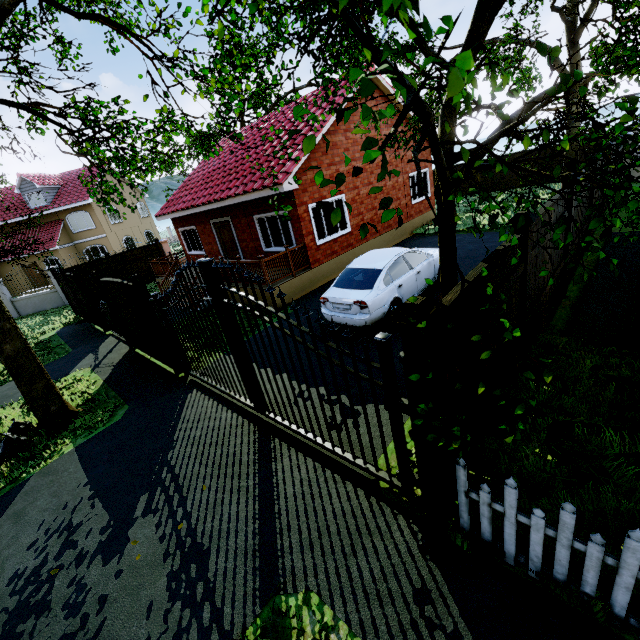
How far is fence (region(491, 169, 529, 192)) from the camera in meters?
20.7

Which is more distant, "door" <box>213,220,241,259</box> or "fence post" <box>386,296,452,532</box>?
"door" <box>213,220,241,259</box>

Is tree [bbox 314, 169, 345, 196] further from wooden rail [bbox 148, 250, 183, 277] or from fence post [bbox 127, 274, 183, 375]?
wooden rail [bbox 148, 250, 183, 277]

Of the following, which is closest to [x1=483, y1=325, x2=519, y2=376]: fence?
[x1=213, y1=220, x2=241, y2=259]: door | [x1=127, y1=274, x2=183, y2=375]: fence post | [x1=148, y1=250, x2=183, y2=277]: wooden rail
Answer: [x1=127, y1=274, x2=183, y2=375]: fence post

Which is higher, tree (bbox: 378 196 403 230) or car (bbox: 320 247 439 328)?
tree (bbox: 378 196 403 230)

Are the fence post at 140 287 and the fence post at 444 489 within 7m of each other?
yes

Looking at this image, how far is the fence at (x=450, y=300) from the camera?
2.8m

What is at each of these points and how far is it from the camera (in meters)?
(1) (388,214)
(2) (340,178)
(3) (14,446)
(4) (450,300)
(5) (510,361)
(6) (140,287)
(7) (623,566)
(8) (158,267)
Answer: (1) tree, 1.20
(2) tree, 1.09
(3) trash bag, 6.55
(4) fence, 2.82
(5) fence, 4.69
(6) fence post, 7.11
(7) fence, 2.28
(8) wooden rail, 16.27
